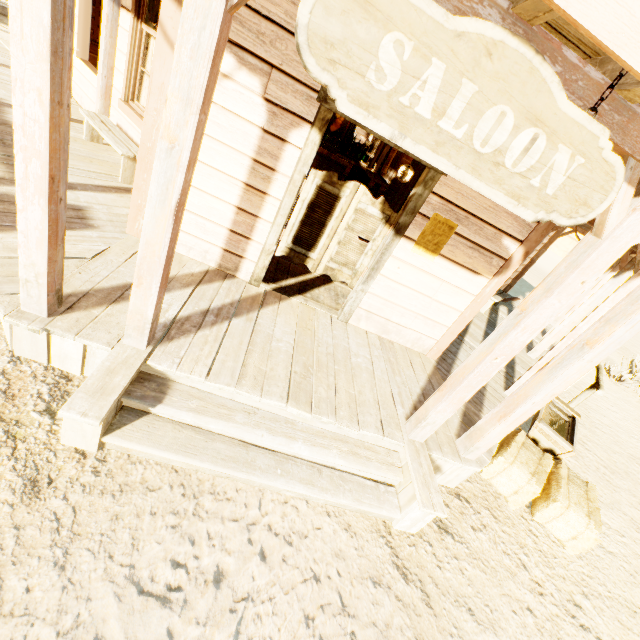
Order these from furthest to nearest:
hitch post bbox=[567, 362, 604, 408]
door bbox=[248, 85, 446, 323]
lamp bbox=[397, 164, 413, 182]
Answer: lamp bbox=[397, 164, 413, 182], hitch post bbox=[567, 362, 604, 408], door bbox=[248, 85, 446, 323]

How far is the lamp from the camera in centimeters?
793cm

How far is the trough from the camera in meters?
4.5

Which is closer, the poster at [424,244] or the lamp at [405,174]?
the poster at [424,244]

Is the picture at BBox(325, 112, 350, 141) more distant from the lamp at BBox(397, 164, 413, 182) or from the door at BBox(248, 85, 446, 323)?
the door at BBox(248, 85, 446, 323)

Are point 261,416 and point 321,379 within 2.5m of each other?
yes

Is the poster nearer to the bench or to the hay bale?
the hay bale

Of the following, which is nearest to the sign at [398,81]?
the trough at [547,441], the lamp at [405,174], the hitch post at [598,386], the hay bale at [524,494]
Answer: the hay bale at [524,494]
